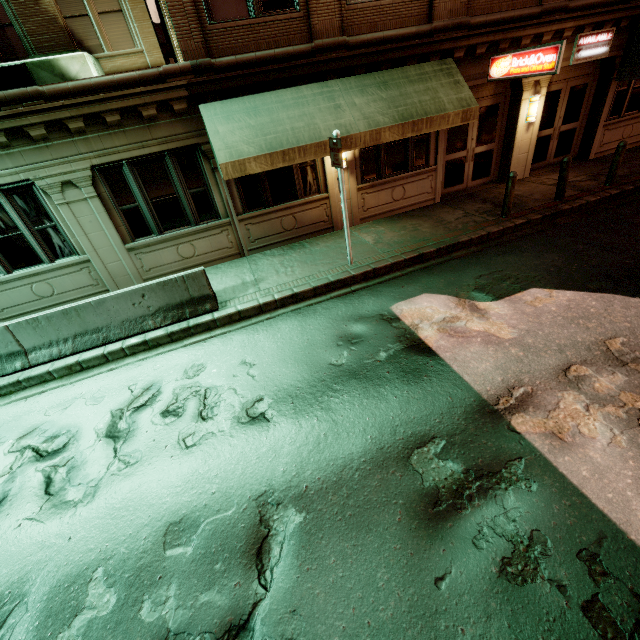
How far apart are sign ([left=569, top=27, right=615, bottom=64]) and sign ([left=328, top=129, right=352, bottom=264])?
9.40m

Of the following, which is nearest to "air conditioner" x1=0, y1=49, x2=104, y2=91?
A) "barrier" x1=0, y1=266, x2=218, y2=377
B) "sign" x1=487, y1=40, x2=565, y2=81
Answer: Result: "barrier" x1=0, y1=266, x2=218, y2=377

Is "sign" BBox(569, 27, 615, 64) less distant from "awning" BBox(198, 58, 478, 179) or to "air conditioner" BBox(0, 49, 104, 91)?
"awning" BBox(198, 58, 478, 179)

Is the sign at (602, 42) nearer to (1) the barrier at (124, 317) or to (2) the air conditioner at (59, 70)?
(1) the barrier at (124, 317)

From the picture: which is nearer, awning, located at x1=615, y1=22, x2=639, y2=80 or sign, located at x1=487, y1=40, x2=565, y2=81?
sign, located at x1=487, y1=40, x2=565, y2=81

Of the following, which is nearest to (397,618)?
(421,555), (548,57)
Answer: (421,555)

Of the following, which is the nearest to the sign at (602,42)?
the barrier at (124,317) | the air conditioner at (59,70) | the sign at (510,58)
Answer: the sign at (510,58)

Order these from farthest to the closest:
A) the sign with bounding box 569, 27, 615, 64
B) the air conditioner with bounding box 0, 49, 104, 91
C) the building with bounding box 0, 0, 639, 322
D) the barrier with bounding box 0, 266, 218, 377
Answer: the sign with bounding box 569, 27, 615, 64 → the air conditioner with bounding box 0, 49, 104, 91 → the building with bounding box 0, 0, 639, 322 → the barrier with bounding box 0, 266, 218, 377
